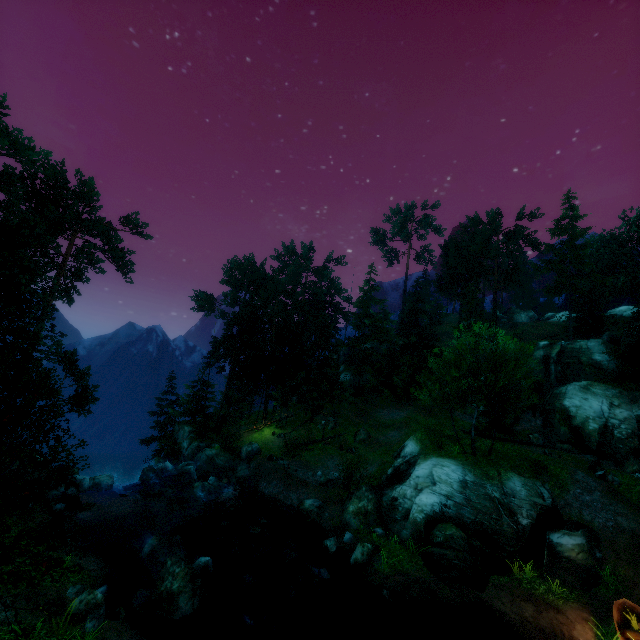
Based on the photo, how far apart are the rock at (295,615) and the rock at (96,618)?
6.9 meters

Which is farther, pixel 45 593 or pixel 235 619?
pixel 235 619

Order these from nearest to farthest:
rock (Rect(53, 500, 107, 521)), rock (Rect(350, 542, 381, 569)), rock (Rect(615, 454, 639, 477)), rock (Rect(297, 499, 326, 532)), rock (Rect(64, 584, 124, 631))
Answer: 1. rock (Rect(64, 584, 124, 631))
2. rock (Rect(350, 542, 381, 569))
3. rock (Rect(53, 500, 107, 521))
4. rock (Rect(297, 499, 326, 532))
5. rock (Rect(615, 454, 639, 477))

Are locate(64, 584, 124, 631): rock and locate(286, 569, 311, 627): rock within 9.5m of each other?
yes

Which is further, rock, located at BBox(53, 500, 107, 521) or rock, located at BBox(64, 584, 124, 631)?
rock, located at BBox(53, 500, 107, 521)

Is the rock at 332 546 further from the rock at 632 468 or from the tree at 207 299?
the rock at 632 468

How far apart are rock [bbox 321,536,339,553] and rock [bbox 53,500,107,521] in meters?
13.3 m

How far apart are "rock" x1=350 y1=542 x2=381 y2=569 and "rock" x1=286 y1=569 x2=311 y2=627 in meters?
2.2 m
